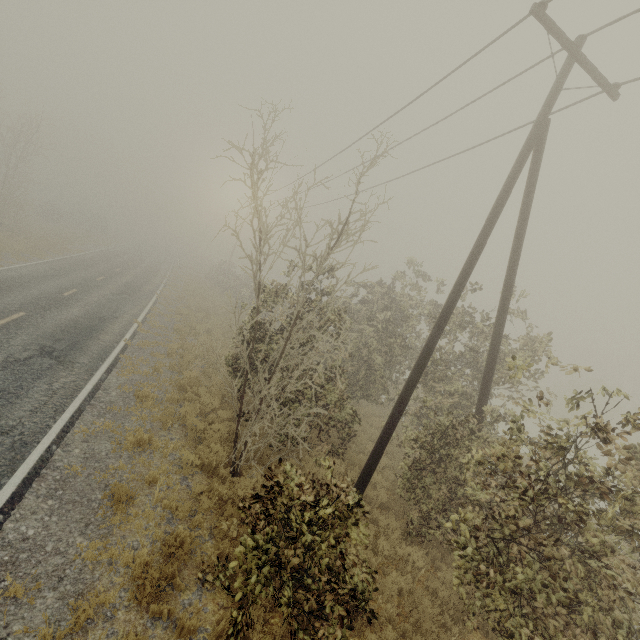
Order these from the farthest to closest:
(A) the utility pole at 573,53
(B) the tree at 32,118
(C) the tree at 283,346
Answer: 1. (B) the tree at 32,118
2. (A) the utility pole at 573,53
3. (C) the tree at 283,346

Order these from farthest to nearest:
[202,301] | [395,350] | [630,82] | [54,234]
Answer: [54,234]
[202,301]
[395,350]
[630,82]

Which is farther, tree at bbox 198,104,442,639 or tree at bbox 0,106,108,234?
tree at bbox 0,106,108,234

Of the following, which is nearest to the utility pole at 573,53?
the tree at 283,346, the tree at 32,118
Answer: the tree at 283,346

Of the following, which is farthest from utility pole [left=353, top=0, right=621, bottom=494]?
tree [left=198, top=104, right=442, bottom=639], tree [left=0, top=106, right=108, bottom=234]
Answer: tree [left=0, top=106, right=108, bottom=234]

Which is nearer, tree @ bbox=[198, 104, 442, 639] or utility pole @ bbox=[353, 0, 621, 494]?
tree @ bbox=[198, 104, 442, 639]

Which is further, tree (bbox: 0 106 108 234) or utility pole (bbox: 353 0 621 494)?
tree (bbox: 0 106 108 234)
